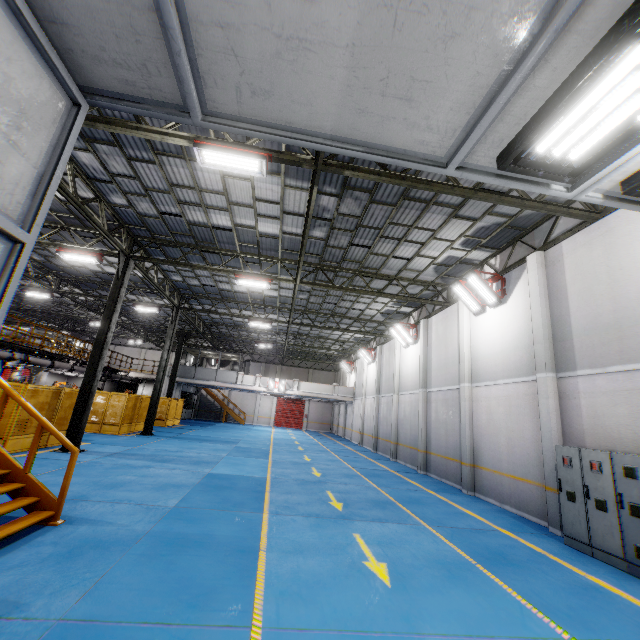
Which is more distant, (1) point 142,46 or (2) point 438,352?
(2) point 438,352

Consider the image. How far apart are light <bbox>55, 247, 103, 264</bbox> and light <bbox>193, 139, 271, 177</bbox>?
9.1m

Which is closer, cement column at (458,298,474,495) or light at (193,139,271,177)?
light at (193,139,271,177)

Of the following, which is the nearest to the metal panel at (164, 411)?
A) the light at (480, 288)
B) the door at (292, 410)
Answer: the door at (292, 410)

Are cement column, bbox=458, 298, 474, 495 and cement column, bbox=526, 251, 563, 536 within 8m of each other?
yes

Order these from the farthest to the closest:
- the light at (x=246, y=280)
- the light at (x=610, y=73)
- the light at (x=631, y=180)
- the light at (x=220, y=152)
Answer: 1. the light at (x=246, y=280)
2. the light at (x=220, y=152)
3. the light at (x=631, y=180)
4. the light at (x=610, y=73)

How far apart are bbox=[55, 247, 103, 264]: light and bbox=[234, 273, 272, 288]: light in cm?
567

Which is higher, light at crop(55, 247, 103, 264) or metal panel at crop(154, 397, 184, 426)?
light at crop(55, 247, 103, 264)
